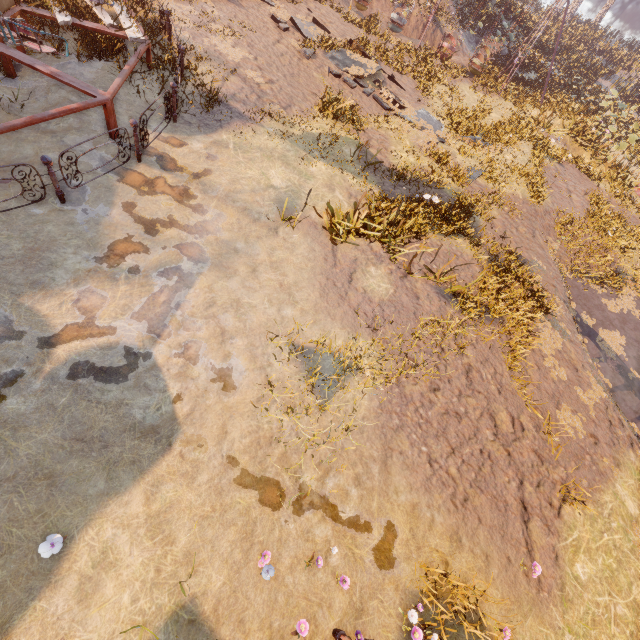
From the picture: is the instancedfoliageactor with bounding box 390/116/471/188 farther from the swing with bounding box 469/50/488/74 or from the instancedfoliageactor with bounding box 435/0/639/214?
the instancedfoliageactor with bounding box 435/0/639/214

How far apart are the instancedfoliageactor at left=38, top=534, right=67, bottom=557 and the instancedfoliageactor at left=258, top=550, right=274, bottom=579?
2.37m

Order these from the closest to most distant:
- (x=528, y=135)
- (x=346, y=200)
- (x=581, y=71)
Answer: (x=346, y=200) < (x=528, y=135) < (x=581, y=71)

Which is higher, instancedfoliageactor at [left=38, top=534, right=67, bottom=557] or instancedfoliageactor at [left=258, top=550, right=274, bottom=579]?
instancedfoliageactor at [left=38, top=534, right=67, bottom=557]

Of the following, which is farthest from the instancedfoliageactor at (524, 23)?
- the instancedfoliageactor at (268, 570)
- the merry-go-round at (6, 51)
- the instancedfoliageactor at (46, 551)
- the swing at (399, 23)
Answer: the instancedfoliageactor at (46, 551)

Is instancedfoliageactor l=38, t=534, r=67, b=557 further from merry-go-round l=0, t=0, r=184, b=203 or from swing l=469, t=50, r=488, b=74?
swing l=469, t=50, r=488, b=74

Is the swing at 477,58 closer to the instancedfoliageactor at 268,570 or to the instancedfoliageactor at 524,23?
the instancedfoliageactor at 524,23

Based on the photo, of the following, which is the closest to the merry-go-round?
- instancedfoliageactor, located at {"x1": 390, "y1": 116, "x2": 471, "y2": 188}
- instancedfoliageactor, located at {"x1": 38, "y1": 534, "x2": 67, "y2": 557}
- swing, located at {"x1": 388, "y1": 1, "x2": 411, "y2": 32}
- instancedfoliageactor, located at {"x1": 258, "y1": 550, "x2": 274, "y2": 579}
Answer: instancedfoliageactor, located at {"x1": 38, "y1": 534, "x2": 67, "y2": 557}
